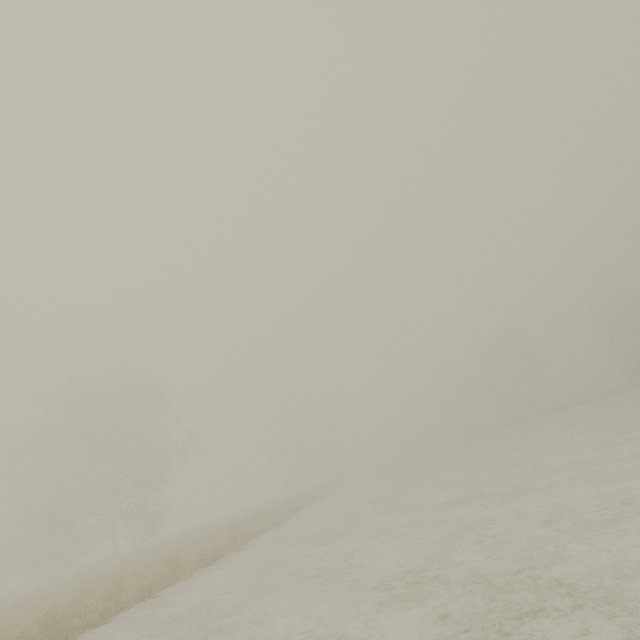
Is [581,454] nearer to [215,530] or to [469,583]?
[469,583]
